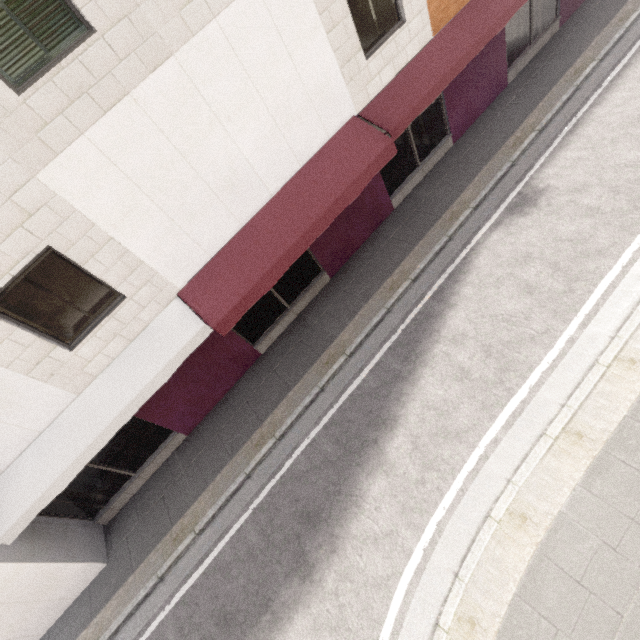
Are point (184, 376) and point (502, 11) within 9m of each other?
no
